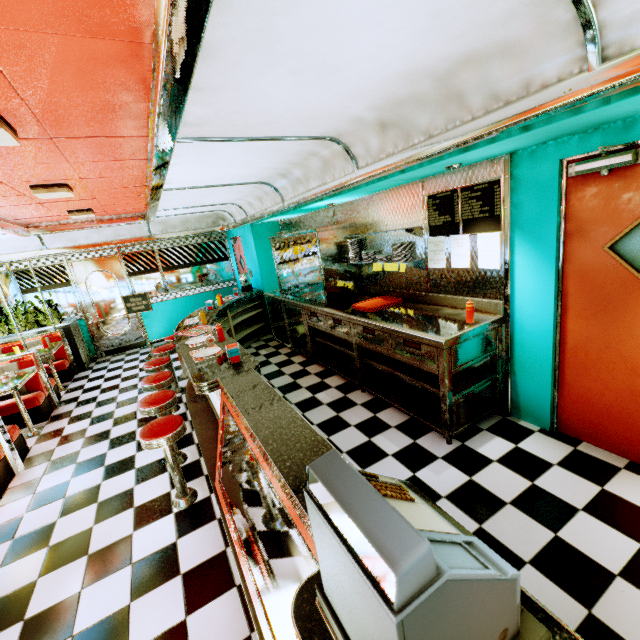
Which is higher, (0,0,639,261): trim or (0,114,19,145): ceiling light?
(0,114,19,145): ceiling light

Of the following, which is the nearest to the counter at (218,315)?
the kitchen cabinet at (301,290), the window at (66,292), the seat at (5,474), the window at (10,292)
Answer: the kitchen cabinet at (301,290)

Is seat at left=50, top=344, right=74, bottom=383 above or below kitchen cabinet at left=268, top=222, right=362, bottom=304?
below

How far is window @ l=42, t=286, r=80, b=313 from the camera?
7.8m

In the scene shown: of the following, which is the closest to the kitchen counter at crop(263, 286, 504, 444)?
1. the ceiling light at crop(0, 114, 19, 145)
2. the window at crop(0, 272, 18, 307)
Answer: the ceiling light at crop(0, 114, 19, 145)

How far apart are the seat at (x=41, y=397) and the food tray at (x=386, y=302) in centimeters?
526cm

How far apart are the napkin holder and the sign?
5.28m

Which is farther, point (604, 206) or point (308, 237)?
point (308, 237)
